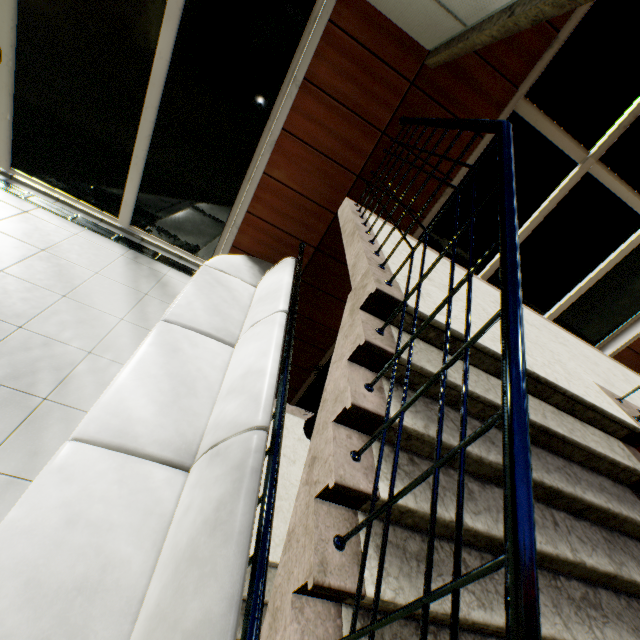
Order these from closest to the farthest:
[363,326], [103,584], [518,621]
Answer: [518,621] < [103,584] < [363,326]
